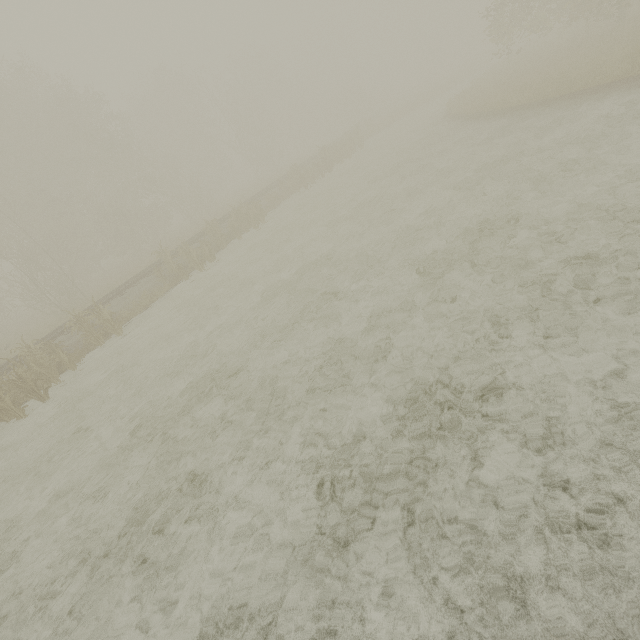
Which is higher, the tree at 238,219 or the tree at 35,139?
the tree at 35,139

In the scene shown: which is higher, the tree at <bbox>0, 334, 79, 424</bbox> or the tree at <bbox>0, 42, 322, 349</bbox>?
the tree at <bbox>0, 42, 322, 349</bbox>

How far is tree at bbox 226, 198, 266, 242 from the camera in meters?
19.0

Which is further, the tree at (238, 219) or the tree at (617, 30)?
the tree at (238, 219)

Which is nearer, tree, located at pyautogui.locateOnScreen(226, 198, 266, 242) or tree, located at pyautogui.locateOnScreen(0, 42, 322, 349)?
tree, located at pyautogui.locateOnScreen(226, 198, 266, 242)

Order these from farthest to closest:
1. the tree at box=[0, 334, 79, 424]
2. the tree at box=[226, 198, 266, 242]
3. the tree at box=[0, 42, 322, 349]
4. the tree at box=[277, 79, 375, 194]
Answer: the tree at box=[277, 79, 375, 194] → the tree at box=[0, 42, 322, 349] → the tree at box=[226, 198, 266, 242] → the tree at box=[0, 334, 79, 424]

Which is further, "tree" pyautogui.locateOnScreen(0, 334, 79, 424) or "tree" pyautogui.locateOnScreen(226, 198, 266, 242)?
"tree" pyautogui.locateOnScreen(226, 198, 266, 242)

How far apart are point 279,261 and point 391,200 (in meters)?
5.19
